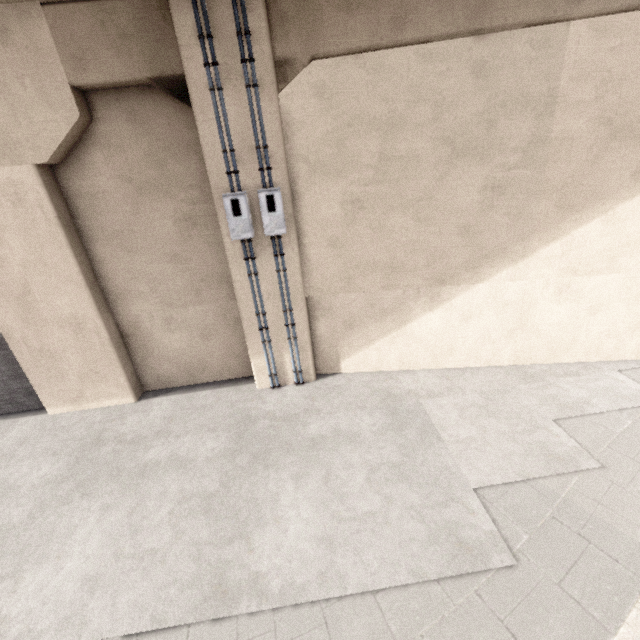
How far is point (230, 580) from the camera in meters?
3.9 m
